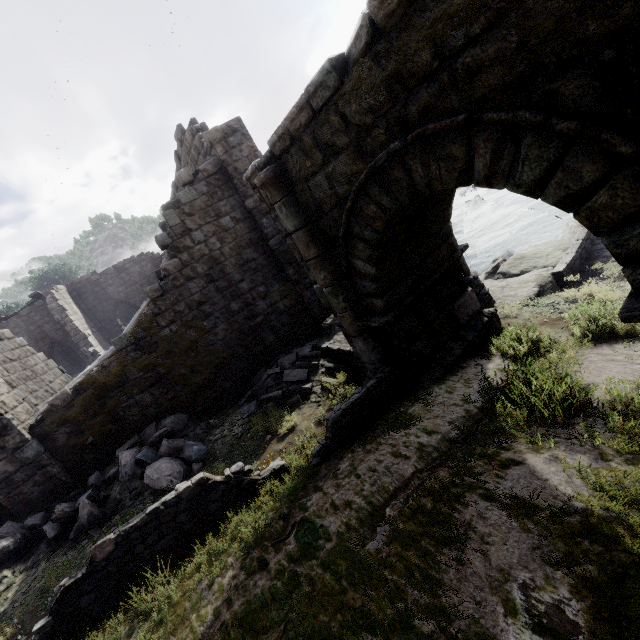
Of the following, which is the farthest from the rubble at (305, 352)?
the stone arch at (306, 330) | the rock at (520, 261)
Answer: the rock at (520, 261)

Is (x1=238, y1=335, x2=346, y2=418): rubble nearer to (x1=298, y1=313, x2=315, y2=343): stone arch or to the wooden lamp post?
(x1=298, y1=313, x2=315, y2=343): stone arch

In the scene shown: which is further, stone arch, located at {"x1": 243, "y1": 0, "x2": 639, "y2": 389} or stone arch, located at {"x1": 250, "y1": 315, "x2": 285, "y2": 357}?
stone arch, located at {"x1": 250, "y1": 315, "x2": 285, "y2": 357}

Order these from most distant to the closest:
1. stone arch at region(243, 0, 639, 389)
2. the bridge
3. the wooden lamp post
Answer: the bridge
the wooden lamp post
stone arch at region(243, 0, 639, 389)

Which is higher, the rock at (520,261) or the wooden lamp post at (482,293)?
the wooden lamp post at (482,293)

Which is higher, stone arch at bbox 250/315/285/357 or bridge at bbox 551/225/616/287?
stone arch at bbox 250/315/285/357

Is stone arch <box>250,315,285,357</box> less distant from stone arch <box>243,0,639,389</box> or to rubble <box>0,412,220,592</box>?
rubble <box>0,412,220,592</box>

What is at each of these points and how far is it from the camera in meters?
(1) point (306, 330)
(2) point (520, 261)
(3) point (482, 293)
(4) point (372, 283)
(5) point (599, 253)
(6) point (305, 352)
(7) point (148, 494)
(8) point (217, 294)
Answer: (1) stone arch, 11.7 m
(2) rock, 12.7 m
(3) wooden lamp post, 9.7 m
(4) stone arch, 5.9 m
(5) bridge, 10.7 m
(6) rubble, 10.0 m
(7) rubble, 7.3 m
(8) building, 10.4 m
